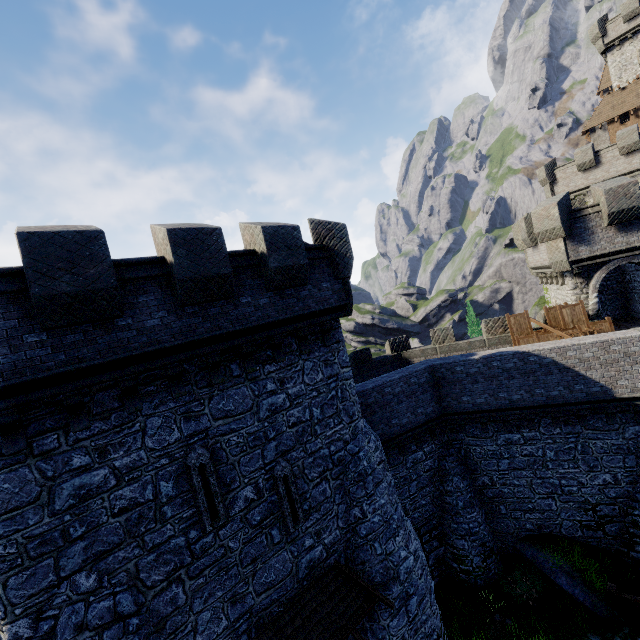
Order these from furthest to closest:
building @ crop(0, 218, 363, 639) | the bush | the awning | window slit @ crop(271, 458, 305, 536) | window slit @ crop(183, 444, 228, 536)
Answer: the bush → window slit @ crop(271, 458, 305, 536) → the awning → window slit @ crop(183, 444, 228, 536) → building @ crop(0, 218, 363, 639)

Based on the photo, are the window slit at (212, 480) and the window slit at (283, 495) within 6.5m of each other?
yes

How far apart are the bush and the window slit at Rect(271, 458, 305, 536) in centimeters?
1107cm

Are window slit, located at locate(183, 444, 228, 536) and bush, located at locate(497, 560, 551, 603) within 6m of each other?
no

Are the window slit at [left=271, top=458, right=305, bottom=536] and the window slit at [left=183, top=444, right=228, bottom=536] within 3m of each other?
yes

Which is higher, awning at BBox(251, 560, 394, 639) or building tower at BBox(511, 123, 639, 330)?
building tower at BBox(511, 123, 639, 330)

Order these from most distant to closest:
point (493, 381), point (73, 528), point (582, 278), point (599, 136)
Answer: point (599, 136) → point (582, 278) → point (493, 381) → point (73, 528)

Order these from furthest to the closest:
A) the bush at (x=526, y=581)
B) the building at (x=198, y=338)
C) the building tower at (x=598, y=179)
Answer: the building tower at (x=598, y=179), the bush at (x=526, y=581), the building at (x=198, y=338)
